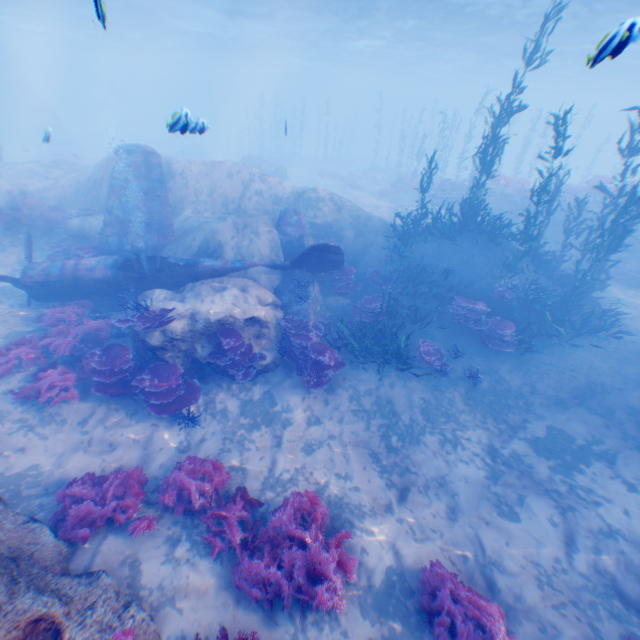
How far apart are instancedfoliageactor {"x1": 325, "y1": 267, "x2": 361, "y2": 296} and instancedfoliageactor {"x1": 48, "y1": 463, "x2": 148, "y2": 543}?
7.95m

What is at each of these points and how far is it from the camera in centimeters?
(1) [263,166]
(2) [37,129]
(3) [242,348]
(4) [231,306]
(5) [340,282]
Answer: (1) rock, 2964cm
(2) rock, 3747cm
(3) instancedfoliageactor, 900cm
(4) rock, 950cm
(5) instancedfoliageactor, 1196cm

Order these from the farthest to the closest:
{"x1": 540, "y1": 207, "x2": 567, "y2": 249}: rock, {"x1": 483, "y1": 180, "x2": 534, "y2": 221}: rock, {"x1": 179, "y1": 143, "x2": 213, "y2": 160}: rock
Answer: {"x1": 179, "y1": 143, "x2": 213, "y2": 160}: rock < {"x1": 483, "y1": 180, "x2": 534, "y2": 221}: rock < {"x1": 540, "y1": 207, "x2": 567, "y2": 249}: rock

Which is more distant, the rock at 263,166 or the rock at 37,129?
the rock at 37,129

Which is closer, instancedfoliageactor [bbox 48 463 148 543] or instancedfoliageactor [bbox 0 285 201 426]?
instancedfoliageactor [bbox 48 463 148 543]

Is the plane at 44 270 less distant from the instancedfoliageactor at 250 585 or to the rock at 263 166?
the rock at 263 166

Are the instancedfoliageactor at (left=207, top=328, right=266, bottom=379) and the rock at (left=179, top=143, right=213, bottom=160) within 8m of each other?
no

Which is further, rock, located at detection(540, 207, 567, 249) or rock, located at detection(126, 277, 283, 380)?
rock, located at detection(540, 207, 567, 249)
